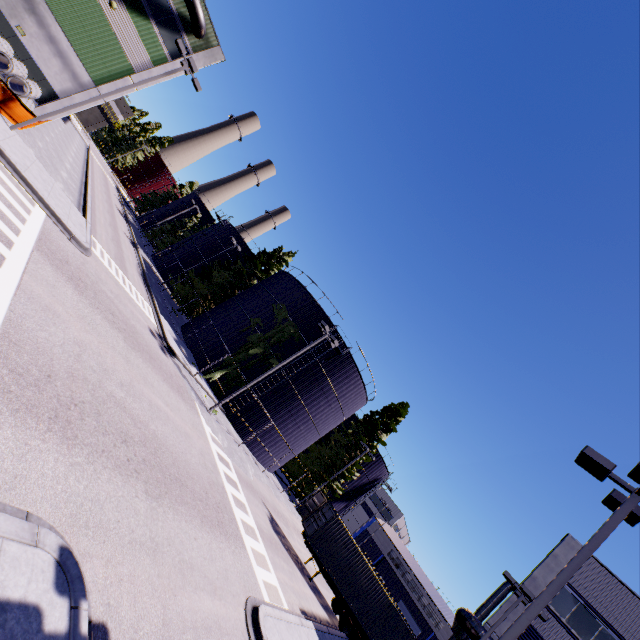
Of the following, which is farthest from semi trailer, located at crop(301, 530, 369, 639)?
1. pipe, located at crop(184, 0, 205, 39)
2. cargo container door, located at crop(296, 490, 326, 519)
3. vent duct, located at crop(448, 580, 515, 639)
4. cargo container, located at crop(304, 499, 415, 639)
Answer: pipe, located at crop(184, 0, 205, 39)

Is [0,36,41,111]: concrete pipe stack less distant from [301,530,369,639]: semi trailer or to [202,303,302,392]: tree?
[202,303,302,392]: tree

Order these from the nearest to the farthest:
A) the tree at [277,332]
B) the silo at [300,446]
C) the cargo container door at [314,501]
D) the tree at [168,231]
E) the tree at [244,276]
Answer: the cargo container door at [314,501] → the tree at [277,332] → the silo at [300,446] → the tree at [244,276] → the tree at [168,231]

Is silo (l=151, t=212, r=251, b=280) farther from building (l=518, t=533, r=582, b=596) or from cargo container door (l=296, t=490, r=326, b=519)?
cargo container door (l=296, t=490, r=326, b=519)

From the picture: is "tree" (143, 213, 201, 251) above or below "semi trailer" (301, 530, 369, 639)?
above

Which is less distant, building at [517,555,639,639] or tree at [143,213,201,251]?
building at [517,555,639,639]

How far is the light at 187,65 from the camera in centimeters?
1641cm

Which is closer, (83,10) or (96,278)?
(96,278)
